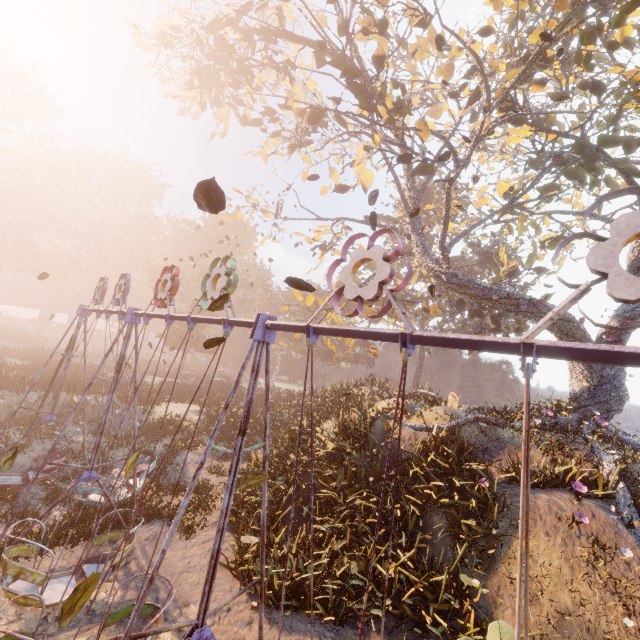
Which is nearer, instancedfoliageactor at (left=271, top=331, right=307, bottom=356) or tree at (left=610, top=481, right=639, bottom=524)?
tree at (left=610, top=481, right=639, bottom=524)

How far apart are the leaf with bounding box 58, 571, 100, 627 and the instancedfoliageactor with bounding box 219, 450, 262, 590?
7.9 meters

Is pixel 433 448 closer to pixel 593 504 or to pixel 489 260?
pixel 593 504

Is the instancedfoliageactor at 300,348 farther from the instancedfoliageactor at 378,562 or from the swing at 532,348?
the instancedfoliageactor at 378,562

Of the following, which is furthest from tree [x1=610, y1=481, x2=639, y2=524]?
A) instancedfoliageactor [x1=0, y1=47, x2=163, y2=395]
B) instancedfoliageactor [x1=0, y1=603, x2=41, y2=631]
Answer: instancedfoliageactor [x1=0, y1=47, x2=163, y2=395]

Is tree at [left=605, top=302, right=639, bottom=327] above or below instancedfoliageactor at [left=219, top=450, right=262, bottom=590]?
above

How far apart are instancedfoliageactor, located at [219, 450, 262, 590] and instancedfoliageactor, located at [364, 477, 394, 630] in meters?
4.3 m

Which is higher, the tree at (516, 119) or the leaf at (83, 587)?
the tree at (516, 119)
